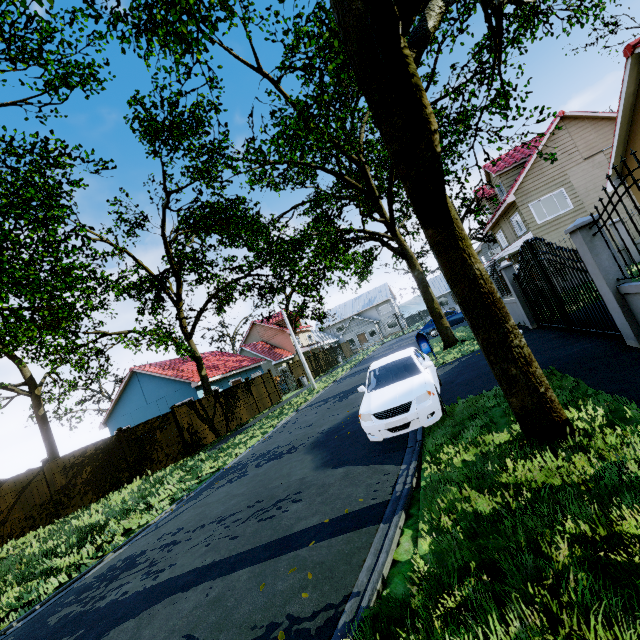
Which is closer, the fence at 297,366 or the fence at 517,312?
the fence at 517,312

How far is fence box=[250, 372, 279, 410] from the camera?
22.7m

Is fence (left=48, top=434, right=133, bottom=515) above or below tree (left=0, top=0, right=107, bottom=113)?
below

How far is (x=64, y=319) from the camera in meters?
17.6 m

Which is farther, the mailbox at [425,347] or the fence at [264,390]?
the fence at [264,390]

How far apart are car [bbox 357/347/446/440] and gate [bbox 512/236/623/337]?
3.5m

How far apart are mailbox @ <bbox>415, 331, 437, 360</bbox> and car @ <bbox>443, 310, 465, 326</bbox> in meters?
11.6 m

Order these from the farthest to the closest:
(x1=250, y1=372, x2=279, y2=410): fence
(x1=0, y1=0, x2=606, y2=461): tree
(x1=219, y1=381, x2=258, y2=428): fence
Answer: (x1=250, y1=372, x2=279, y2=410): fence, (x1=219, y1=381, x2=258, y2=428): fence, (x1=0, y1=0, x2=606, y2=461): tree
